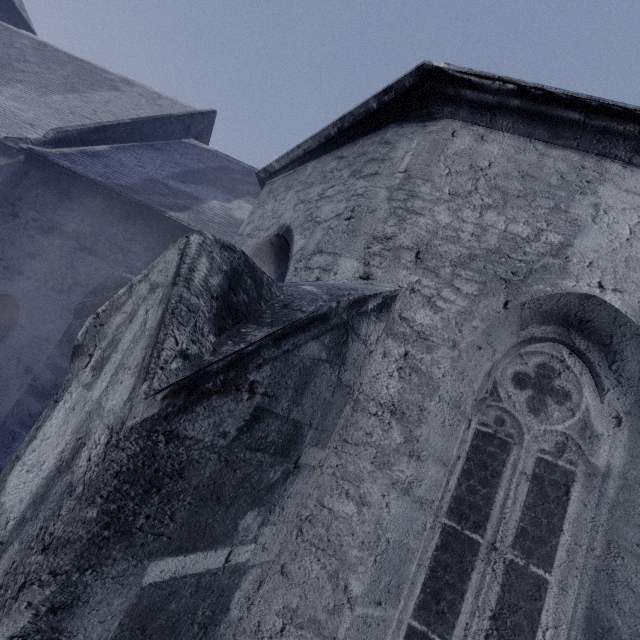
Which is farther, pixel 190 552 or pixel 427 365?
pixel 427 365
